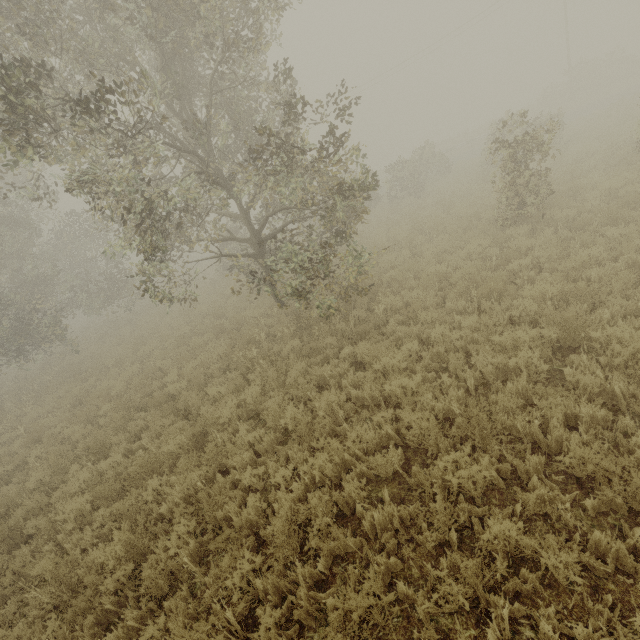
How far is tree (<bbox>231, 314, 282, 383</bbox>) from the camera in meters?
8.0 m

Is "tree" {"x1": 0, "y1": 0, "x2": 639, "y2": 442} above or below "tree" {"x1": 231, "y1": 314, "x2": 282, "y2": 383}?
above

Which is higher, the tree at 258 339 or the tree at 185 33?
the tree at 185 33

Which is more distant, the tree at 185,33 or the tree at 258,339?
the tree at 258,339

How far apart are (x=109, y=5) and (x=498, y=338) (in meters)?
12.07

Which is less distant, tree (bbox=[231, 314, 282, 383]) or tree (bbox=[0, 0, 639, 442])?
tree (bbox=[0, 0, 639, 442])
